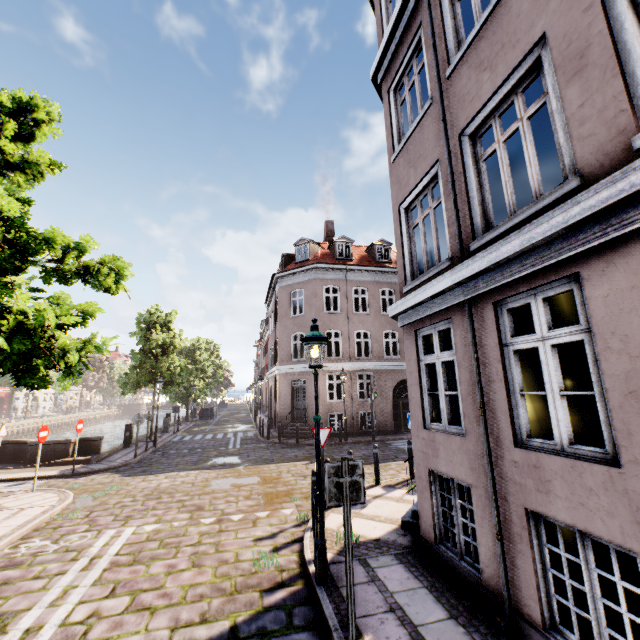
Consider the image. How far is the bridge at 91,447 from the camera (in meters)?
13.77

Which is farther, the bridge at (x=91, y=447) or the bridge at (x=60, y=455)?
the bridge at (x=91, y=447)

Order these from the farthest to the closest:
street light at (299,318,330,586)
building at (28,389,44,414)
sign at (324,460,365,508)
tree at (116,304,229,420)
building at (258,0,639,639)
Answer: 1. building at (28,389,44,414)
2. tree at (116,304,229,420)
3. street light at (299,318,330,586)
4. sign at (324,460,365,508)
5. building at (258,0,639,639)

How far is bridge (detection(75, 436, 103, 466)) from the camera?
13.77m

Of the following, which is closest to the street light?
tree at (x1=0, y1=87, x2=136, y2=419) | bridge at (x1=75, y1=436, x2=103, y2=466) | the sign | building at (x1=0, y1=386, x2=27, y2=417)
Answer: the sign

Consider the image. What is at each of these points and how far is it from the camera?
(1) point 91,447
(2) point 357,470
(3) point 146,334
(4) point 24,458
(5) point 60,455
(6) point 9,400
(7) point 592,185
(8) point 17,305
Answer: (1) bridge, 14.8 meters
(2) sign, 3.9 meters
(3) tree, 20.3 meters
(4) bridge, 14.4 meters
(5) bridge, 14.1 meters
(6) building, 52.0 meters
(7) building, 3.0 meters
(8) tree, 5.7 meters

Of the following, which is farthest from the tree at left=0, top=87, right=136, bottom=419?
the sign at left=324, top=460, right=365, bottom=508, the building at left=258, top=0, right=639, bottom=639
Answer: the sign at left=324, top=460, right=365, bottom=508

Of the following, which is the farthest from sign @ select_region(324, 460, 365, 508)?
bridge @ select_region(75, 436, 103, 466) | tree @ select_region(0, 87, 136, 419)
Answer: bridge @ select_region(75, 436, 103, 466)
